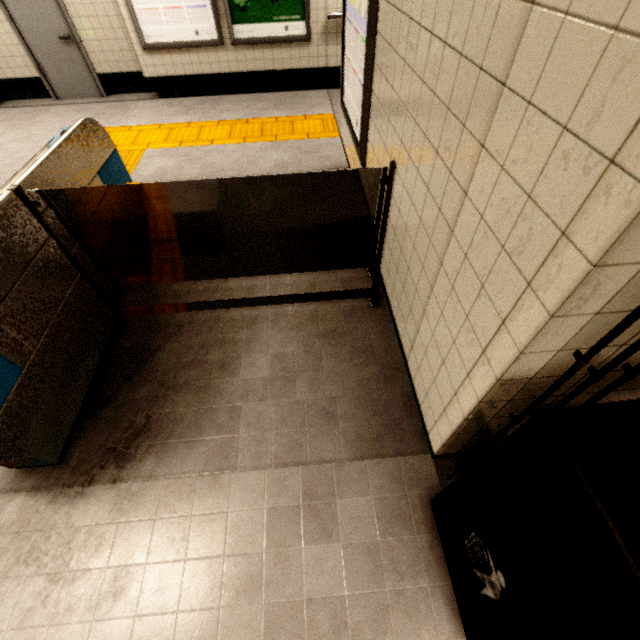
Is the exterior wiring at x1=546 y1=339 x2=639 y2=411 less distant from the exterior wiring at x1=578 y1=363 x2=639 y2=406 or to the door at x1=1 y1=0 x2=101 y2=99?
the exterior wiring at x1=578 y1=363 x2=639 y2=406

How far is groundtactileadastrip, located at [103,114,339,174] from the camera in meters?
4.5

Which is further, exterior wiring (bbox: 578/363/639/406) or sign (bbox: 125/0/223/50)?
sign (bbox: 125/0/223/50)

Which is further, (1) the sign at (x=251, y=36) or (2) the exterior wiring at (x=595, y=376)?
(1) the sign at (x=251, y=36)

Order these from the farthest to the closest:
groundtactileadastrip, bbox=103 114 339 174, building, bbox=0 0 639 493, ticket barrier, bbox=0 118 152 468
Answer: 1. groundtactileadastrip, bbox=103 114 339 174
2. ticket barrier, bbox=0 118 152 468
3. building, bbox=0 0 639 493

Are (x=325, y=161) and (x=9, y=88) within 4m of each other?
no

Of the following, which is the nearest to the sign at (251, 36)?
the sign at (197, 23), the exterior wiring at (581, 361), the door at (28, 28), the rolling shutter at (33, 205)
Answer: the sign at (197, 23)

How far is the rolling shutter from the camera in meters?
1.7 m
